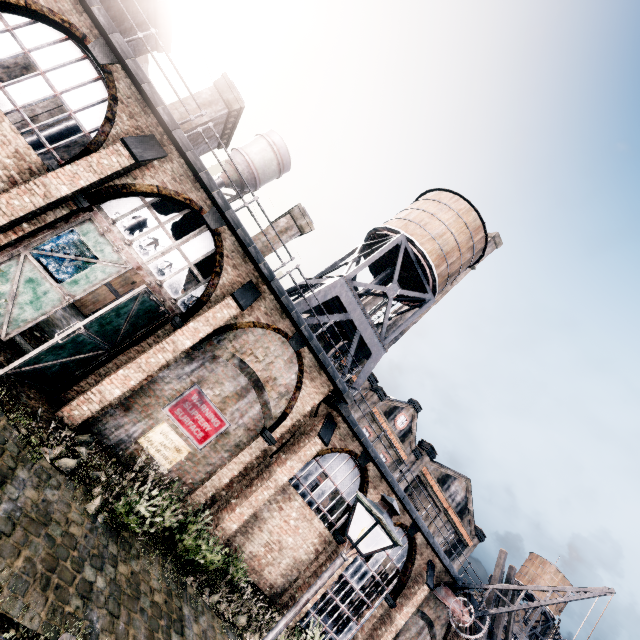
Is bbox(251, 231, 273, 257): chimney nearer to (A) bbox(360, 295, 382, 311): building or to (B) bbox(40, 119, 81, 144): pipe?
(B) bbox(40, 119, 81, 144): pipe

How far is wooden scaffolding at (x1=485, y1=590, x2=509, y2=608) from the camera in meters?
20.6 m

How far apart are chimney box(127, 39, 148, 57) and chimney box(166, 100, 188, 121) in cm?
381

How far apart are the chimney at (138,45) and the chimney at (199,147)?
3.8m

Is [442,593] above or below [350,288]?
below

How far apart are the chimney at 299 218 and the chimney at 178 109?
4.9m

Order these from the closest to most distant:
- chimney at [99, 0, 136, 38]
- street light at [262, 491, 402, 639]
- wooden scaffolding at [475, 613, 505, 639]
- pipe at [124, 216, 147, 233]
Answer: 1. street light at [262, 491, 402, 639]
2. chimney at [99, 0, 136, 38]
3. wooden scaffolding at [475, 613, 505, 639]
4. pipe at [124, 216, 147, 233]

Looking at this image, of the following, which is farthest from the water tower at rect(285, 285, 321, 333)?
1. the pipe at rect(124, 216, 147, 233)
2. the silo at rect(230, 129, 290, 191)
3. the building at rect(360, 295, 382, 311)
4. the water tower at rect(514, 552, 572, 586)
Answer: the water tower at rect(514, 552, 572, 586)
